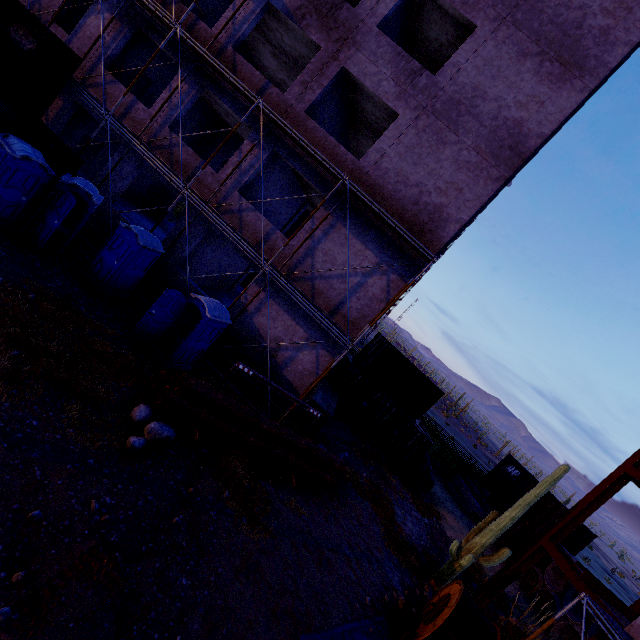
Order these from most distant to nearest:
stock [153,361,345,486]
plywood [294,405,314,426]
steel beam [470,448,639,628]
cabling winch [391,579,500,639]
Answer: plywood [294,405,314,426] → steel beam [470,448,639,628] → stock [153,361,345,486] → cabling winch [391,579,500,639]

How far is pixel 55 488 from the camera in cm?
518

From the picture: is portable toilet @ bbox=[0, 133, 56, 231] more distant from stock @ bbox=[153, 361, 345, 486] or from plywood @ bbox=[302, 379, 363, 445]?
plywood @ bbox=[302, 379, 363, 445]

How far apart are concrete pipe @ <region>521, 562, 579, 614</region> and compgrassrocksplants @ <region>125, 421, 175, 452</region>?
21.17m

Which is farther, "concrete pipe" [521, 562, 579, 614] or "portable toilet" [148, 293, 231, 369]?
"concrete pipe" [521, 562, 579, 614]

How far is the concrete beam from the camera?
21.05m

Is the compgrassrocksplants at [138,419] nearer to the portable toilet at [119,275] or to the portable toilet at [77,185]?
the portable toilet at [119,275]

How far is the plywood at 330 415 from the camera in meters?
14.6
